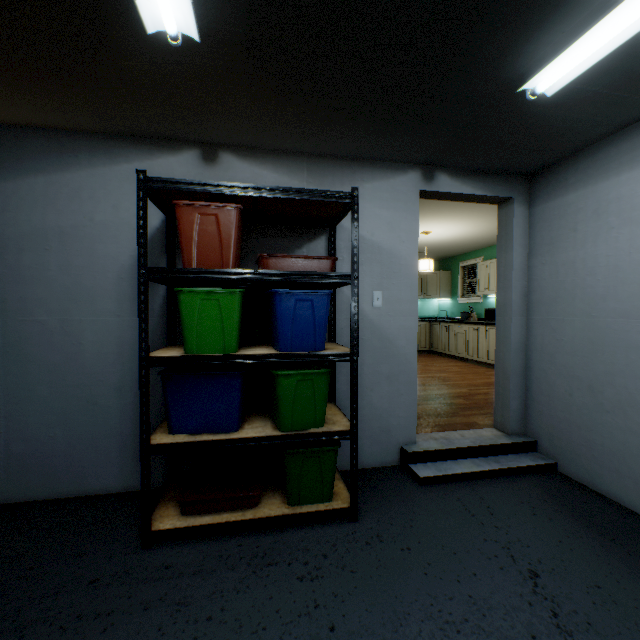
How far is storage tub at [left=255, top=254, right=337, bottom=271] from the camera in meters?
1.9 m

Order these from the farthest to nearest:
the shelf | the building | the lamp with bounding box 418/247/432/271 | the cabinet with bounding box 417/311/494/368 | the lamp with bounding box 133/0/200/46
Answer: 1. the cabinet with bounding box 417/311/494/368
2. the lamp with bounding box 418/247/432/271
3. the building
4. the shelf
5. the lamp with bounding box 133/0/200/46

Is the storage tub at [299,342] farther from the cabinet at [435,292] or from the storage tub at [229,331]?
the cabinet at [435,292]

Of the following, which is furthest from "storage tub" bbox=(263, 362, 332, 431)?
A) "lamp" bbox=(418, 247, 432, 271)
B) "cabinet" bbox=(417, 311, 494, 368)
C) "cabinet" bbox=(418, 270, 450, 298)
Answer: "cabinet" bbox=(418, 270, 450, 298)

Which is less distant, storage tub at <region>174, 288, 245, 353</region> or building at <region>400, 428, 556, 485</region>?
storage tub at <region>174, 288, 245, 353</region>

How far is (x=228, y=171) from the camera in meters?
2.3 m

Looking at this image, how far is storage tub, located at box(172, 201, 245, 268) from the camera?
1.76m

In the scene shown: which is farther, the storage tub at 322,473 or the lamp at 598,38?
the storage tub at 322,473
